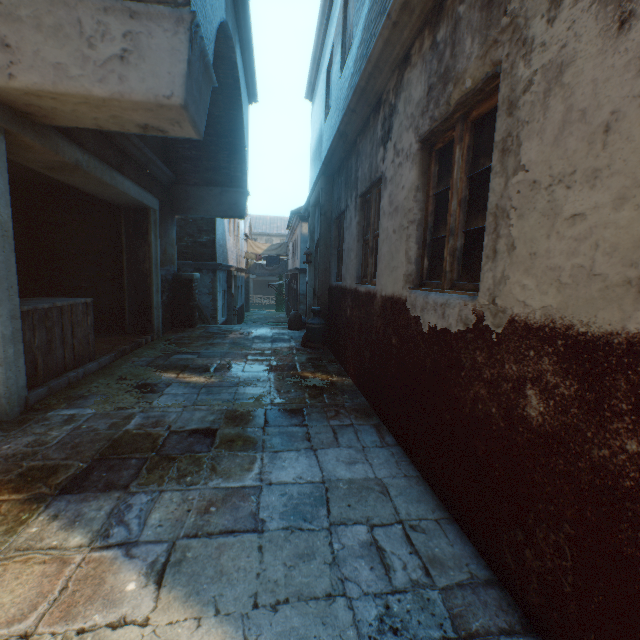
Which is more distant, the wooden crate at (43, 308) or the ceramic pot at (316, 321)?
the ceramic pot at (316, 321)

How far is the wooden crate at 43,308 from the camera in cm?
378

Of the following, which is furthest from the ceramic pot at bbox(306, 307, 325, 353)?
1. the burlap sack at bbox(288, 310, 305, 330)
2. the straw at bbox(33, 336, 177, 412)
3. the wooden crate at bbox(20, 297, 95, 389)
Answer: the wooden crate at bbox(20, 297, 95, 389)

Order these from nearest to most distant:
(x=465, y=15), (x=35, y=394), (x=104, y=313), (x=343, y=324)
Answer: (x=465, y=15) → (x=35, y=394) → (x=343, y=324) → (x=104, y=313)

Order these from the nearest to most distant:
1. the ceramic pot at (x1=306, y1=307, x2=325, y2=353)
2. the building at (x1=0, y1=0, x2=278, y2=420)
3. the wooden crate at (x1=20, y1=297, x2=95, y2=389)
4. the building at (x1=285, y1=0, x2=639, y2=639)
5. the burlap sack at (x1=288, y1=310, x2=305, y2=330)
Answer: the building at (x1=285, y1=0, x2=639, y2=639) → the building at (x1=0, y1=0, x2=278, y2=420) → the wooden crate at (x1=20, y1=297, x2=95, y2=389) → the ceramic pot at (x1=306, y1=307, x2=325, y2=353) → the burlap sack at (x1=288, y1=310, x2=305, y2=330)

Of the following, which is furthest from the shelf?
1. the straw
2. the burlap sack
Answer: the burlap sack

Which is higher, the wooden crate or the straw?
the wooden crate

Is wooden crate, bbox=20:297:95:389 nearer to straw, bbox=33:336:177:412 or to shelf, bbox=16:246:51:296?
straw, bbox=33:336:177:412
